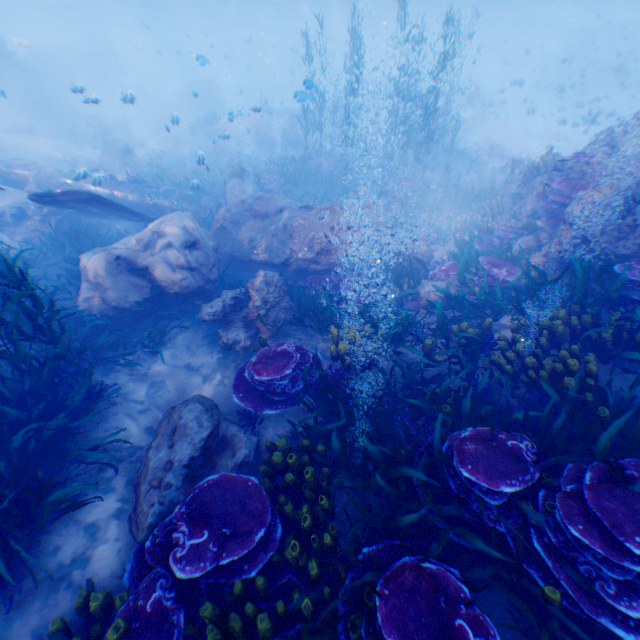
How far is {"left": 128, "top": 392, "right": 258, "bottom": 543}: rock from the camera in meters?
4.3 m

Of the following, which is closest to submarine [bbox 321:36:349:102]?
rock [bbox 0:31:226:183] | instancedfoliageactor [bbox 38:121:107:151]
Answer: rock [bbox 0:31:226:183]

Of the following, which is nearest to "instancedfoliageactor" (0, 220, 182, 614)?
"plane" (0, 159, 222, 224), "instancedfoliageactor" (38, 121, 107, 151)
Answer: "plane" (0, 159, 222, 224)

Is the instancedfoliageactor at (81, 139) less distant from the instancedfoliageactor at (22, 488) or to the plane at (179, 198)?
the instancedfoliageactor at (22, 488)

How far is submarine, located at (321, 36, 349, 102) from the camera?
43.34m

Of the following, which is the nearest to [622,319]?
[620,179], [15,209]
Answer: [620,179]

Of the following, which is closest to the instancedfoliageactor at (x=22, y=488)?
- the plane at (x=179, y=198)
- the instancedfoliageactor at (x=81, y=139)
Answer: the plane at (x=179, y=198)

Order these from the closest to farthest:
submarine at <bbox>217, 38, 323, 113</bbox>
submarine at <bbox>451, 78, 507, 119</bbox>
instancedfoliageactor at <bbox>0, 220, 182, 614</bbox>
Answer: instancedfoliageactor at <bbox>0, 220, 182, 614</bbox> < submarine at <bbox>451, 78, 507, 119</bbox> < submarine at <bbox>217, 38, 323, 113</bbox>
